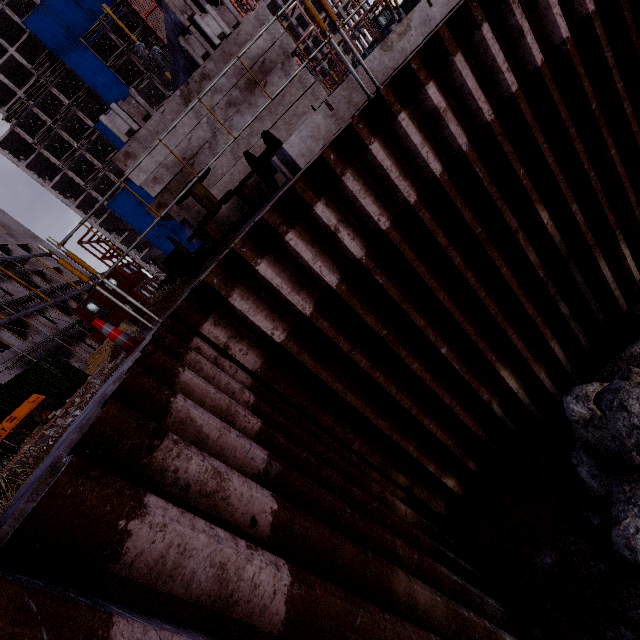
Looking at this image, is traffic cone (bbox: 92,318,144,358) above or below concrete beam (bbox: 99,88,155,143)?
below

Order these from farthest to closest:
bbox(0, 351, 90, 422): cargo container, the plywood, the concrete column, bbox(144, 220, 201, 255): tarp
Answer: bbox(144, 220, 201, 255): tarp
the plywood
bbox(0, 351, 90, 422): cargo container
the concrete column

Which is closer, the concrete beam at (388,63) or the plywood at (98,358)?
the concrete beam at (388,63)

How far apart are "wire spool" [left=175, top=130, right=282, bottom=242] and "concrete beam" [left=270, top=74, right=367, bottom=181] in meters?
1.0 m

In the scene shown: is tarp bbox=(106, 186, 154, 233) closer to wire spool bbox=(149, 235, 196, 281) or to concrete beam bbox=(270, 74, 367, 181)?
wire spool bbox=(149, 235, 196, 281)

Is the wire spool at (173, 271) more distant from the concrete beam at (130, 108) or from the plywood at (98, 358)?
the plywood at (98, 358)

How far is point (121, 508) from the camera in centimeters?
130cm

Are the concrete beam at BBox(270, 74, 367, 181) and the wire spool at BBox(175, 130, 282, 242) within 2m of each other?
yes
